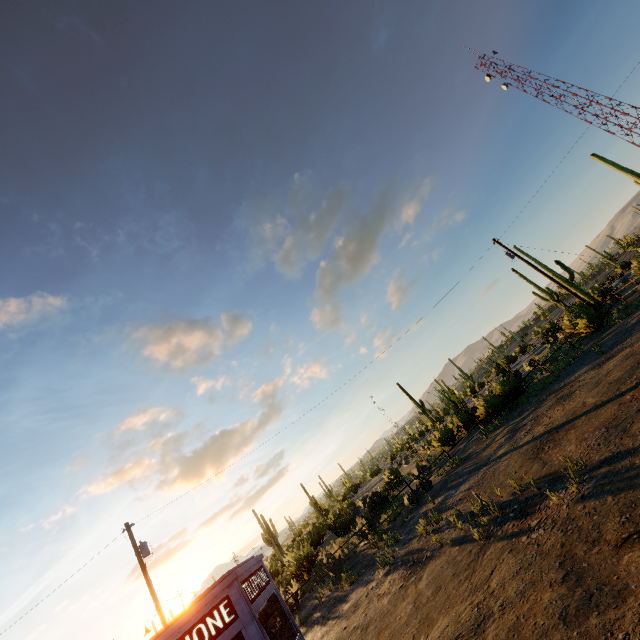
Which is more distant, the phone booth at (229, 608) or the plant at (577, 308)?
the plant at (577, 308)

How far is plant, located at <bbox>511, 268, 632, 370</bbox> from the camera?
18.72m

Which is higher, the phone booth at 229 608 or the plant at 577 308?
the phone booth at 229 608

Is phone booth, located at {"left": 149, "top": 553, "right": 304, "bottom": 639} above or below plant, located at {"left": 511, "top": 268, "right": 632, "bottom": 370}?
above

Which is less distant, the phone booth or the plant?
the phone booth

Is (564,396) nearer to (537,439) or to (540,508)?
(537,439)
